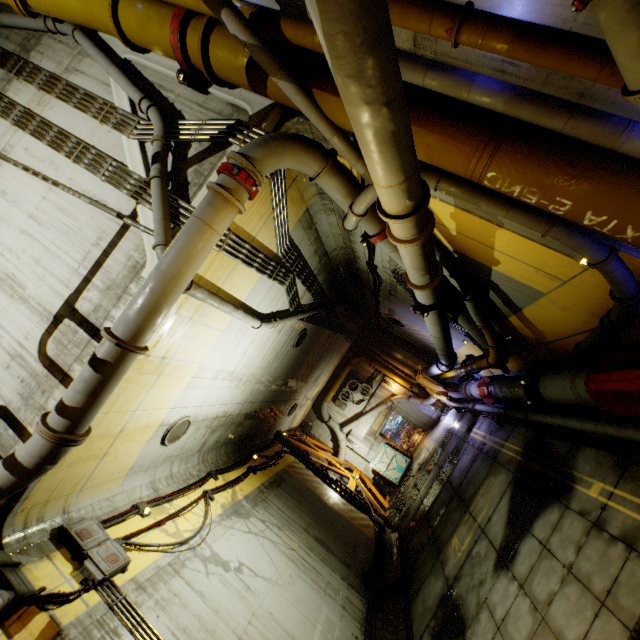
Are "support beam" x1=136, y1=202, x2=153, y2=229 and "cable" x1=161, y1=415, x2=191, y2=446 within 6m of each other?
yes

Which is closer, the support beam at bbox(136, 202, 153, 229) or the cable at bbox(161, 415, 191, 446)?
the support beam at bbox(136, 202, 153, 229)

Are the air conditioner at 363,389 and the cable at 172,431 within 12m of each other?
no

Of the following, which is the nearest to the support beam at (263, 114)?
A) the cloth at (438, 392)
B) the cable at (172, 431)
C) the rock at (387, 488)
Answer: the cable at (172, 431)

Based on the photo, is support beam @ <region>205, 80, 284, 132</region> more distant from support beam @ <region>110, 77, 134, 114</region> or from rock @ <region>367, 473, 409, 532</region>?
rock @ <region>367, 473, 409, 532</region>

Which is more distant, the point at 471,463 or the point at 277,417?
the point at 277,417

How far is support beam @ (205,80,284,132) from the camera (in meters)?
5.30

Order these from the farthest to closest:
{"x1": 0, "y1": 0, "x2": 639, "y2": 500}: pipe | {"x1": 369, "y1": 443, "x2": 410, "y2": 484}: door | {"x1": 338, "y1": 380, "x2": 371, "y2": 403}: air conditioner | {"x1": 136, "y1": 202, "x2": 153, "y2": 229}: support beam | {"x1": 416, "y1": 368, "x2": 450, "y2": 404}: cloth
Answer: {"x1": 338, "y1": 380, "x2": 371, "y2": 403}: air conditioner
{"x1": 369, "y1": 443, "x2": 410, "y2": 484}: door
{"x1": 416, "y1": 368, "x2": 450, "y2": 404}: cloth
{"x1": 136, "y1": 202, "x2": 153, "y2": 229}: support beam
{"x1": 0, "y1": 0, "x2": 639, "y2": 500}: pipe
